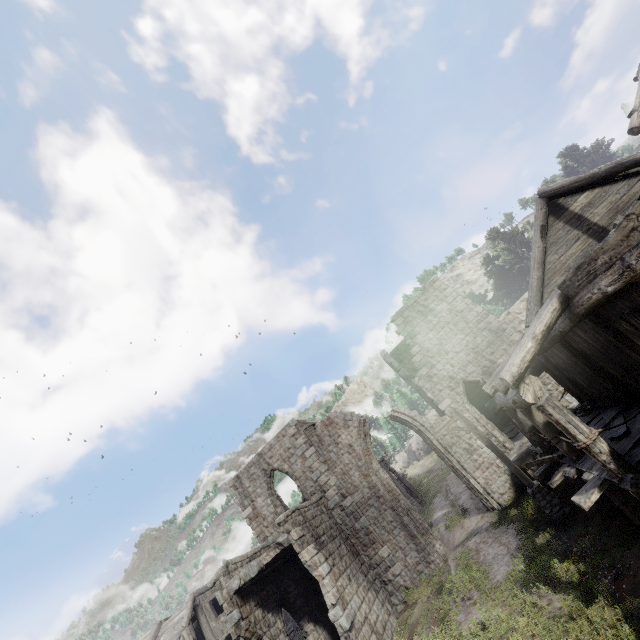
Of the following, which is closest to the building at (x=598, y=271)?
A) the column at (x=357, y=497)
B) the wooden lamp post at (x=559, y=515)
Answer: the column at (x=357, y=497)

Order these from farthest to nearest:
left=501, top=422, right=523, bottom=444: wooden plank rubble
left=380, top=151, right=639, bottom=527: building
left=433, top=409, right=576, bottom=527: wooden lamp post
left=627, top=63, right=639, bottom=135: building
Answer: left=501, top=422, right=523, bottom=444: wooden plank rubble
left=627, top=63, right=639, bottom=135: building
left=433, top=409, right=576, bottom=527: wooden lamp post
left=380, top=151, right=639, bottom=527: building

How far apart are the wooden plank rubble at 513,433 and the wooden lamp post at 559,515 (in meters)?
5.36

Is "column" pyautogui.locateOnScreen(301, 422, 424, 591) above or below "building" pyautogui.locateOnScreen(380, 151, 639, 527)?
above

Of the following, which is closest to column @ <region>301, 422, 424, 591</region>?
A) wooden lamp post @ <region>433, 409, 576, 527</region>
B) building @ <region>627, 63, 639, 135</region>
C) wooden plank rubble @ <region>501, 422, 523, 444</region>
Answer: building @ <region>627, 63, 639, 135</region>

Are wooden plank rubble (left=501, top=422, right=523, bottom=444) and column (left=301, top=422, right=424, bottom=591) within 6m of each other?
no

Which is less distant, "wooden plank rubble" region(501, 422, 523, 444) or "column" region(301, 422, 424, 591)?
"column" region(301, 422, 424, 591)

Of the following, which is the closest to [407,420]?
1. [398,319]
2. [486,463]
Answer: [486,463]
